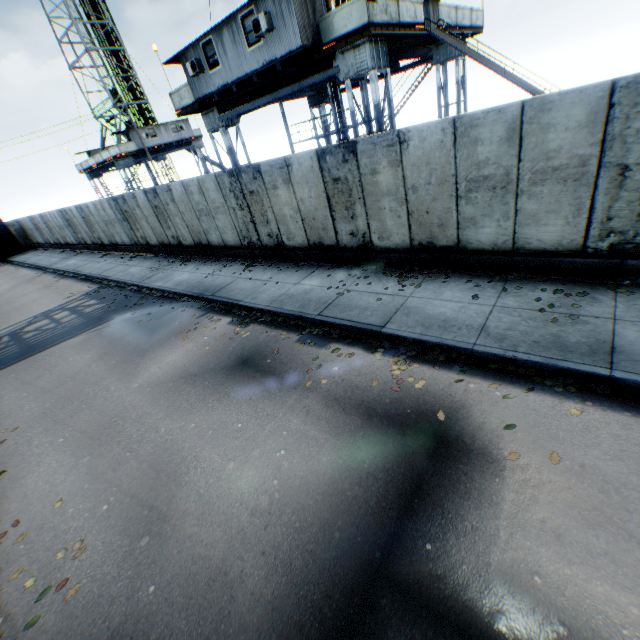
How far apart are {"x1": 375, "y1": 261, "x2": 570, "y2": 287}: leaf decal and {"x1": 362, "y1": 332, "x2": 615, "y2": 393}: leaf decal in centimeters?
192cm

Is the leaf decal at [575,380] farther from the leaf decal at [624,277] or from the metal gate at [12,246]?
the metal gate at [12,246]

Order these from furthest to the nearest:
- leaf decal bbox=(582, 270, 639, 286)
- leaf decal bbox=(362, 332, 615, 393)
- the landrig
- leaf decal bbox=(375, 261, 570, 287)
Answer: the landrig
leaf decal bbox=(375, 261, 570, 287)
leaf decal bbox=(582, 270, 639, 286)
leaf decal bbox=(362, 332, 615, 393)

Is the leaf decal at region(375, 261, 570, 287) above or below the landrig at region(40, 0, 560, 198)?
below

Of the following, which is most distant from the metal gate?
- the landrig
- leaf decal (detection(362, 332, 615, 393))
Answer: leaf decal (detection(362, 332, 615, 393))

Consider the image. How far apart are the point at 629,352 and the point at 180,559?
6.97m

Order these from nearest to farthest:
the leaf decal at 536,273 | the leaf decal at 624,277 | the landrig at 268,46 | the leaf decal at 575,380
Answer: the leaf decal at 575,380 < the leaf decal at 624,277 < the leaf decal at 536,273 < the landrig at 268,46

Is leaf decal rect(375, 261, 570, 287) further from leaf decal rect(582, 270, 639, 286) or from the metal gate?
the metal gate
